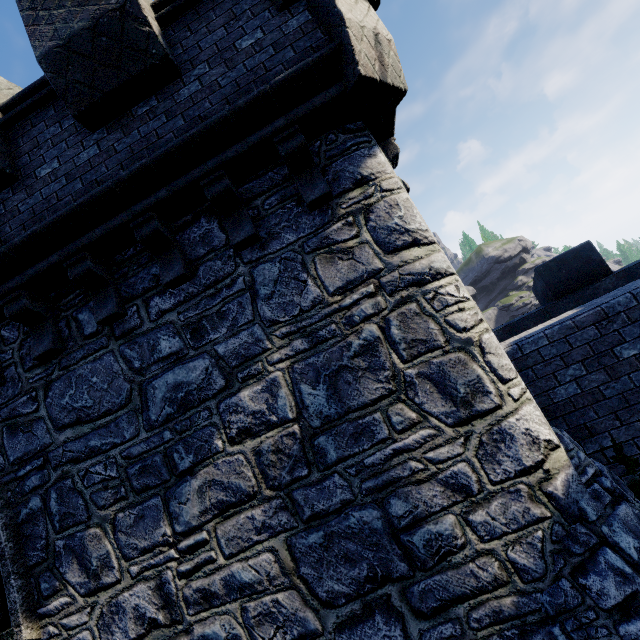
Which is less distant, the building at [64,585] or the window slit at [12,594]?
the building at [64,585]

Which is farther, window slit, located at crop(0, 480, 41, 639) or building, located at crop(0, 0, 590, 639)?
window slit, located at crop(0, 480, 41, 639)

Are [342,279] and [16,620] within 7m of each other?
yes
